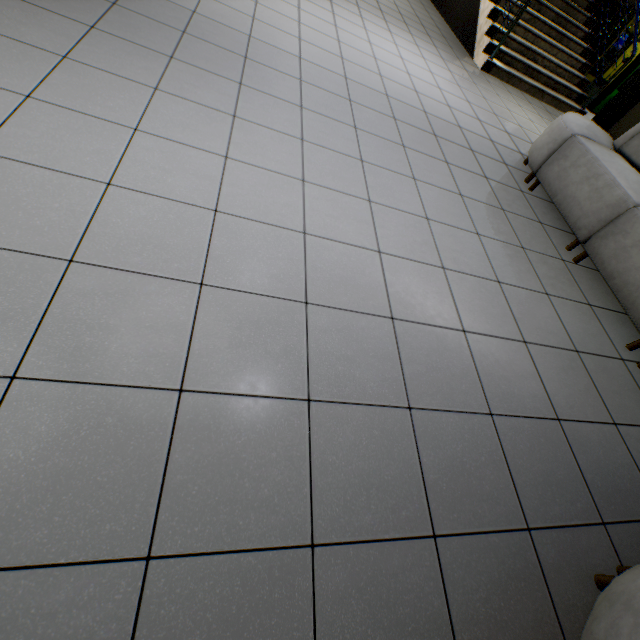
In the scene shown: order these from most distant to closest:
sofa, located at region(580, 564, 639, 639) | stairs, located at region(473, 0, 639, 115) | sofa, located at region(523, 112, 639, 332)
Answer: stairs, located at region(473, 0, 639, 115), sofa, located at region(523, 112, 639, 332), sofa, located at region(580, 564, 639, 639)

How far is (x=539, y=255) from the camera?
2.8 meters

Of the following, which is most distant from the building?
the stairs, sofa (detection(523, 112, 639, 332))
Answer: sofa (detection(523, 112, 639, 332))

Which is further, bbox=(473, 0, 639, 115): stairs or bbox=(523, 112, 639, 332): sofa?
bbox=(473, 0, 639, 115): stairs

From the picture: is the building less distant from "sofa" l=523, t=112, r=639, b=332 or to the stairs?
the stairs

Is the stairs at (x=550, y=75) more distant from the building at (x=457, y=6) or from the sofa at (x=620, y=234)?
the sofa at (x=620, y=234)

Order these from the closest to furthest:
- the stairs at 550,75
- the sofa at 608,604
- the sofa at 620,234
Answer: the sofa at 608,604
the sofa at 620,234
the stairs at 550,75
